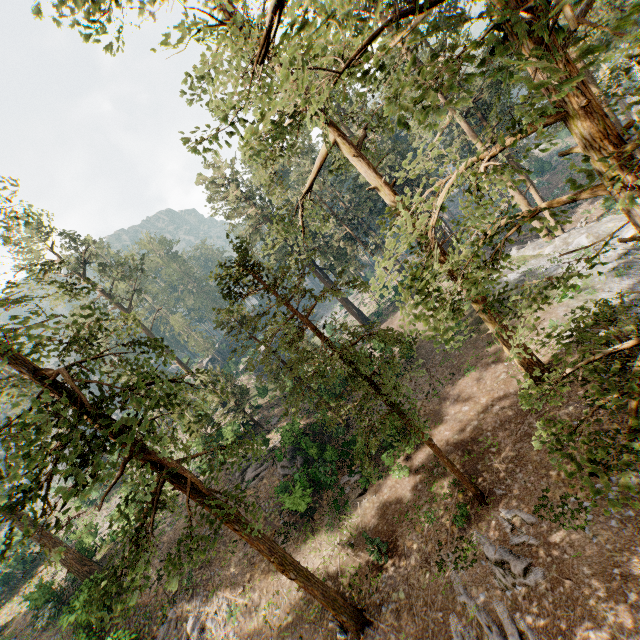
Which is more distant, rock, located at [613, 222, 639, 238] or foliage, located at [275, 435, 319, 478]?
foliage, located at [275, 435, 319, 478]

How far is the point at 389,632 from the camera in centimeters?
1264cm

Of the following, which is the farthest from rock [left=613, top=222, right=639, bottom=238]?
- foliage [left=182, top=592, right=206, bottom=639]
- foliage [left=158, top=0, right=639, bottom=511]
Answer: foliage [left=182, top=592, right=206, bottom=639]

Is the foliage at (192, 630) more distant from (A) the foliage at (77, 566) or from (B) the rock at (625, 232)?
(B) the rock at (625, 232)

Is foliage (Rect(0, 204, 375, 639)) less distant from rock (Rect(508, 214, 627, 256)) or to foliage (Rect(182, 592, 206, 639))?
rock (Rect(508, 214, 627, 256))
